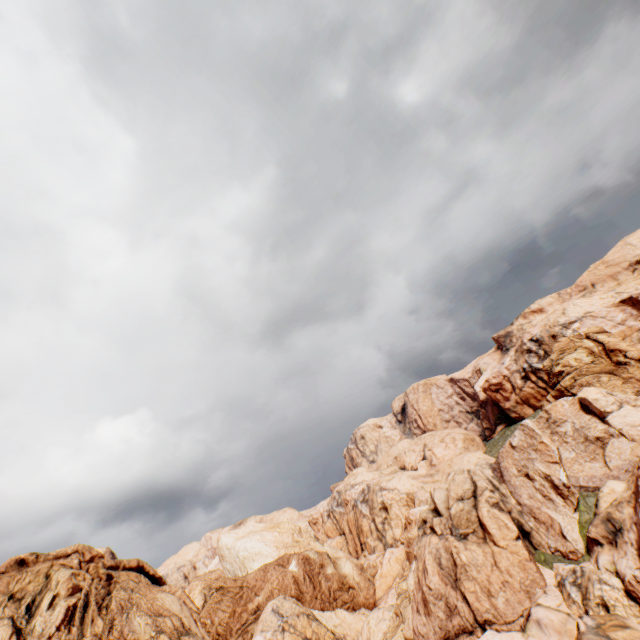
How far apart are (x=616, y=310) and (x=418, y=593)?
29.2m
